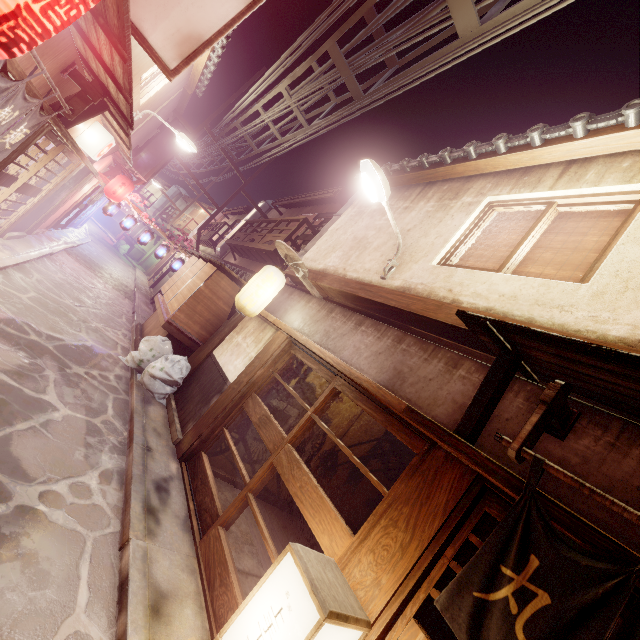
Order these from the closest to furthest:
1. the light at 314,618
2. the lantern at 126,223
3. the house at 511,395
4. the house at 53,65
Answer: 1. the light at 314,618
2. the house at 511,395
3. the house at 53,65
4. the lantern at 126,223

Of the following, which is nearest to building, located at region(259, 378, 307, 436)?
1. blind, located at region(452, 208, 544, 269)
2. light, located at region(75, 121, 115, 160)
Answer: blind, located at region(452, 208, 544, 269)

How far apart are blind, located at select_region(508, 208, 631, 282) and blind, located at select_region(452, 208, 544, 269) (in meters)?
0.09

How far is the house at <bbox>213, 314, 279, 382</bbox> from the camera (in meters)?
11.63

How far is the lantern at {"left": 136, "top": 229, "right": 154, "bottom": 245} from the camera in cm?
2519

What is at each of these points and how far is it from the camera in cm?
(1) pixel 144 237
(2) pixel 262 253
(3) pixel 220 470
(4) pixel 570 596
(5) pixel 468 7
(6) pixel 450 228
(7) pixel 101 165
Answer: (1) lantern, 2520
(2) terrace, 2181
(3) building, 1107
(4) flag, 335
(5) z, 811
(6) house, 968
(7) house, 2208

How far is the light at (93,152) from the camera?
13.8m

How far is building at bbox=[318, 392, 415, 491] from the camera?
13.1m
